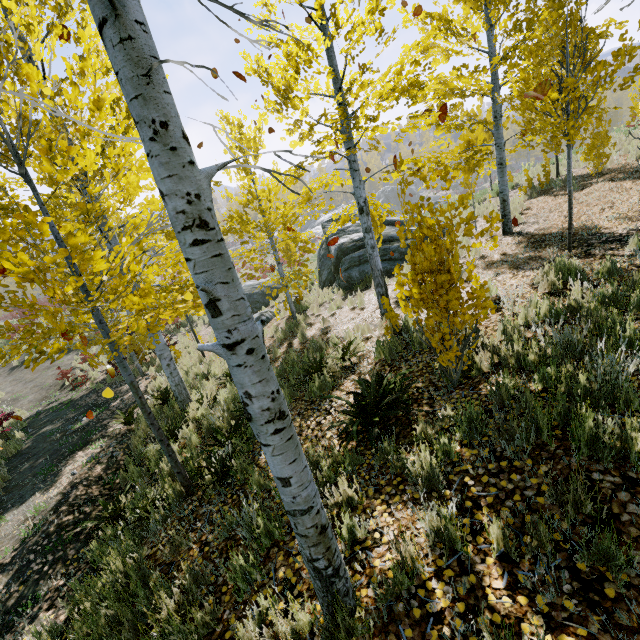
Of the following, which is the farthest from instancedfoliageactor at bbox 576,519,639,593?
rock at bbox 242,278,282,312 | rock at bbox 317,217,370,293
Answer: rock at bbox 242,278,282,312

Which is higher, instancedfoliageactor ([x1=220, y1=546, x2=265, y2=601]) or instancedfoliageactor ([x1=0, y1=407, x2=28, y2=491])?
instancedfoliageactor ([x1=220, y1=546, x2=265, y2=601])

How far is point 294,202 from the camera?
9.6m

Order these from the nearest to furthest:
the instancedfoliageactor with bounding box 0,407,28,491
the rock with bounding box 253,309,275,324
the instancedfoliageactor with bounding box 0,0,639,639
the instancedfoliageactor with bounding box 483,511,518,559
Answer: the instancedfoliageactor with bounding box 0,0,639,639, the instancedfoliageactor with bounding box 483,511,518,559, the instancedfoliageactor with bounding box 0,407,28,491, the rock with bounding box 253,309,275,324

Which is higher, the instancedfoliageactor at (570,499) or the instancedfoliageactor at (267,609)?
the instancedfoliageactor at (570,499)

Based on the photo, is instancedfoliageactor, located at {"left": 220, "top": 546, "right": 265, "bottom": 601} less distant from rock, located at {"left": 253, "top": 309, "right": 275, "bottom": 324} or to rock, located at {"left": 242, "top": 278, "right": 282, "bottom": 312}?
rock, located at {"left": 253, "top": 309, "right": 275, "bottom": 324}

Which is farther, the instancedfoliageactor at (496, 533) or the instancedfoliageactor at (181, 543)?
the instancedfoliageactor at (181, 543)

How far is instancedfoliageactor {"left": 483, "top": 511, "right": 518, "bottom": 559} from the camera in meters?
2.2
